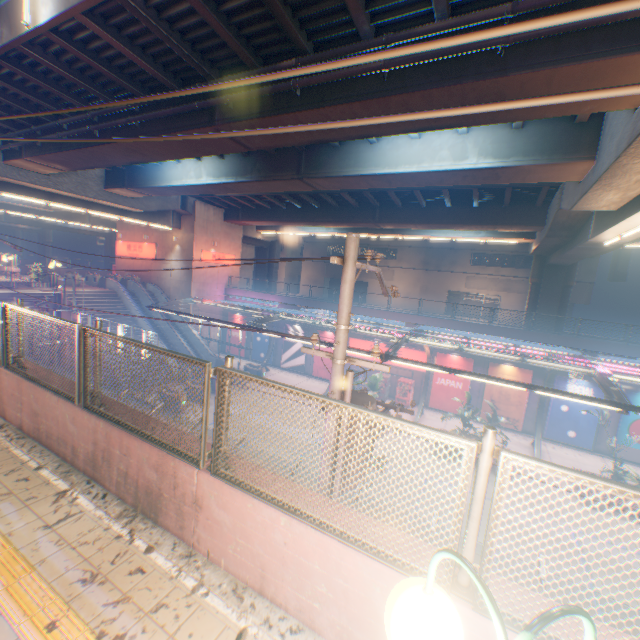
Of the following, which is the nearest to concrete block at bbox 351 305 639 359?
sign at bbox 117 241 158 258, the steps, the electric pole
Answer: sign at bbox 117 241 158 258

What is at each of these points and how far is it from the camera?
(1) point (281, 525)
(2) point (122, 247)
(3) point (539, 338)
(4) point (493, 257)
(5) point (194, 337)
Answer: (1) concrete block, 3.04m
(2) sign, 34.78m
(3) concrete block, 21.28m
(4) building, 40.91m
(5) escalator, 30.00m

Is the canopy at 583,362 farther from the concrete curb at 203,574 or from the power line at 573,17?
the power line at 573,17

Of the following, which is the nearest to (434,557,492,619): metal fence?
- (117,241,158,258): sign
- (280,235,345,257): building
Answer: (117,241,158,258): sign

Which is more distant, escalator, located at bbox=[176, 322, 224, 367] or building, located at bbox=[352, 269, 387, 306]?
building, located at bbox=[352, 269, 387, 306]

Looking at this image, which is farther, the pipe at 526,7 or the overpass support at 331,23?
the overpass support at 331,23

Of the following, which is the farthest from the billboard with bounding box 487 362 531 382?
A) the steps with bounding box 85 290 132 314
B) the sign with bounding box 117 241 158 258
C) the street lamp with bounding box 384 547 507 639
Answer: the sign with bounding box 117 241 158 258

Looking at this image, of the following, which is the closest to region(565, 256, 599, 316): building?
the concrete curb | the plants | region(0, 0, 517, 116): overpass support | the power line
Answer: region(0, 0, 517, 116): overpass support
